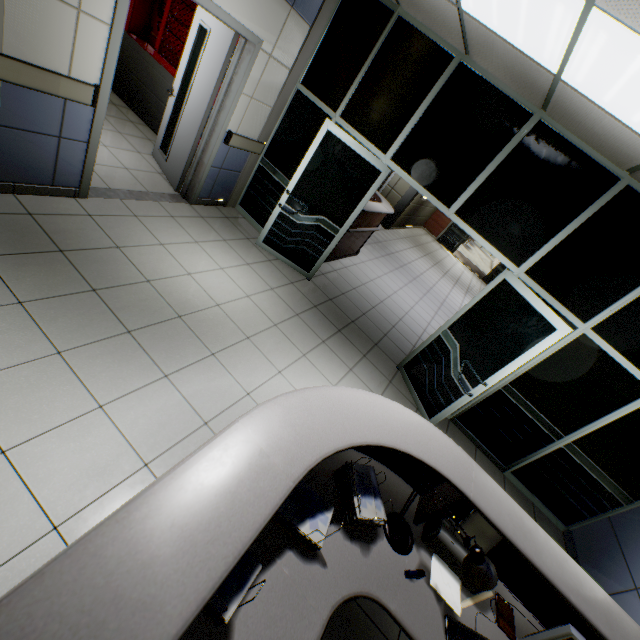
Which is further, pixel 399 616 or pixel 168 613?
pixel 399 616

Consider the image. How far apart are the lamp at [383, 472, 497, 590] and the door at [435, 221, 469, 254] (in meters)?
16.16

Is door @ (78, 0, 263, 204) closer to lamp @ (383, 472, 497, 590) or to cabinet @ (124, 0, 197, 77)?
cabinet @ (124, 0, 197, 77)

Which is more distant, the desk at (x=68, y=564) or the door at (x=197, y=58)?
the door at (x=197, y=58)

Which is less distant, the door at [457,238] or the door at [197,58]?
the door at [197,58]

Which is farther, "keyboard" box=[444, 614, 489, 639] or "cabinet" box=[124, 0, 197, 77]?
"cabinet" box=[124, 0, 197, 77]

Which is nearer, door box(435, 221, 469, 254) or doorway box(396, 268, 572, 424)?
doorway box(396, 268, 572, 424)

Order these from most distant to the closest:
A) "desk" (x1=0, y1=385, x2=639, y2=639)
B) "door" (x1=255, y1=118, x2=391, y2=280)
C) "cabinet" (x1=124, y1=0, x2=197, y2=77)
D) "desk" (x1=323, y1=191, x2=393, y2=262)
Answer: "desk" (x1=323, y1=191, x2=393, y2=262) → "cabinet" (x1=124, y1=0, x2=197, y2=77) → "door" (x1=255, y1=118, x2=391, y2=280) → "desk" (x1=0, y1=385, x2=639, y2=639)
